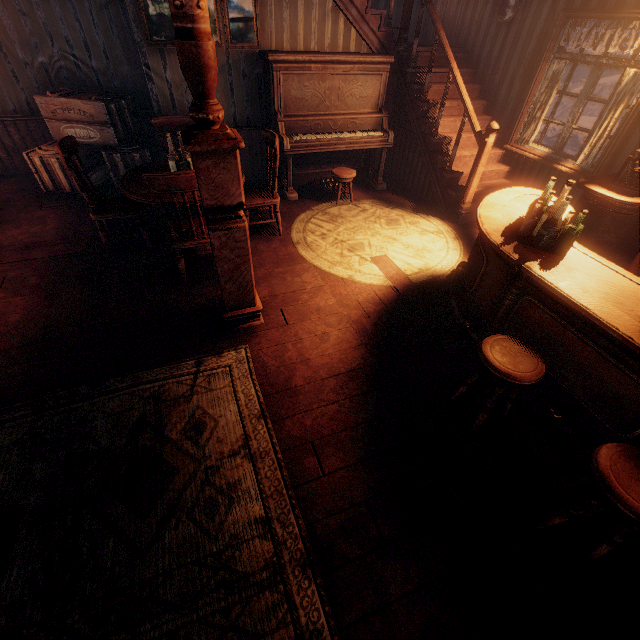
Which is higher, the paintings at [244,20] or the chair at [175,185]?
the paintings at [244,20]

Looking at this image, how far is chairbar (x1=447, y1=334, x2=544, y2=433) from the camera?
2.0m

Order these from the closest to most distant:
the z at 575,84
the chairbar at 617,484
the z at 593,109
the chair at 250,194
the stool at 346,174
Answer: the chairbar at 617,484, the chair at 250,194, the stool at 346,174, the z at 593,109, the z at 575,84

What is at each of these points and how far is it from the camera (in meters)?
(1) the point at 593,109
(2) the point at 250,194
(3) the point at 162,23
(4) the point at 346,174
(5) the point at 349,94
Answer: (1) z, 8.64
(2) chair, 4.20
(3) paintings, 4.21
(4) stool, 4.98
(5) piano, 5.10

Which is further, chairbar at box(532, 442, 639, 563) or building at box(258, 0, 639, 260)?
building at box(258, 0, 639, 260)

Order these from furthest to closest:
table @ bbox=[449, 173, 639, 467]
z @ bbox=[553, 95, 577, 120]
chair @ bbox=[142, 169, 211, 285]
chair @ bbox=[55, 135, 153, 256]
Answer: z @ bbox=[553, 95, 577, 120]
chair @ bbox=[55, 135, 153, 256]
chair @ bbox=[142, 169, 211, 285]
table @ bbox=[449, 173, 639, 467]

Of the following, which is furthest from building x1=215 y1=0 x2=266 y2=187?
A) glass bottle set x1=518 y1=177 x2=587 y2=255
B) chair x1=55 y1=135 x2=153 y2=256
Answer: glass bottle set x1=518 y1=177 x2=587 y2=255

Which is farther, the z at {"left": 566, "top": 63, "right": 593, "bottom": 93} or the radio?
the z at {"left": 566, "top": 63, "right": 593, "bottom": 93}
